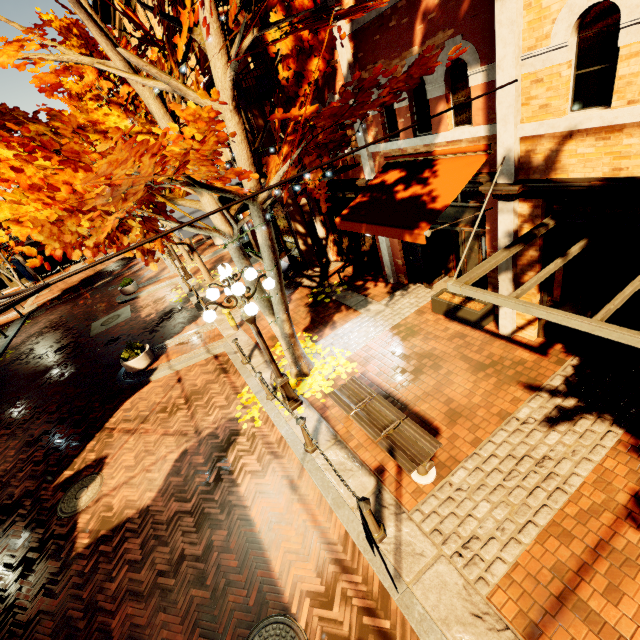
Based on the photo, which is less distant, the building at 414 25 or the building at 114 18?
the building at 414 25

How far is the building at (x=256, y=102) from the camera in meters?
9.1 m

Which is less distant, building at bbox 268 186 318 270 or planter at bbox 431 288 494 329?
planter at bbox 431 288 494 329

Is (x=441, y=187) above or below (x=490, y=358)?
above

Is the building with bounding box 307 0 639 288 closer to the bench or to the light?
the bench

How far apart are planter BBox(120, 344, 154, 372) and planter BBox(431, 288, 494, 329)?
9.42m

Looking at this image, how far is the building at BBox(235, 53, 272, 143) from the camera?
9.1 meters

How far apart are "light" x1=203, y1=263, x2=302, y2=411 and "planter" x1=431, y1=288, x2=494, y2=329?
4.3m
